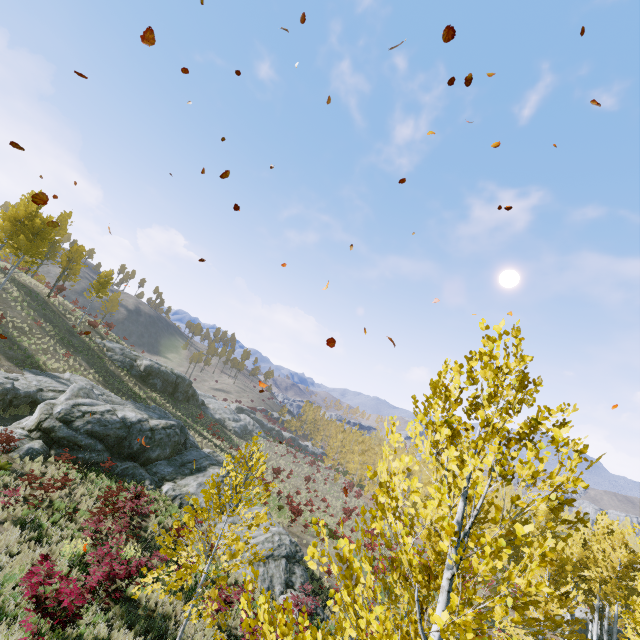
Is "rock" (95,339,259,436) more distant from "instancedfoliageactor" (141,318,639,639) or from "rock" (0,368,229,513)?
"instancedfoliageactor" (141,318,639,639)

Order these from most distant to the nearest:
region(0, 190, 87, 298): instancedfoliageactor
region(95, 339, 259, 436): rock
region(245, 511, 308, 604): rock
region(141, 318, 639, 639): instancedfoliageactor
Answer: region(95, 339, 259, 436): rock
region(0, 190, 87, 298): instancedfoliageactor
region(245, 511, 308, 604): rock
region(141, 318, 639, 639): instancedfoliageactor

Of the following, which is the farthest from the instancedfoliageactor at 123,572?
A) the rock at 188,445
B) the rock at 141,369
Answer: the rock at 141,369

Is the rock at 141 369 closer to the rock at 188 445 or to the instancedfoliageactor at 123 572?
the rock at 188 445

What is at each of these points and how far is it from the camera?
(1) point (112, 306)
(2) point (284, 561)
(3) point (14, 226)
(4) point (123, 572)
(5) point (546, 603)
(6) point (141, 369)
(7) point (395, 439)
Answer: (1) instancedfoliageactor, 57.0 meters
(2) rock, 17.7 meters
(3) instancedfoliageactor, 26.3 meters
(4) instancedfoliageactor, 9.7 meters
(5) instancedfoliageactor, 16.0 meters
(6) rock, 38.6 meters
(7) instancedfoliageactor, 2.8 meters
